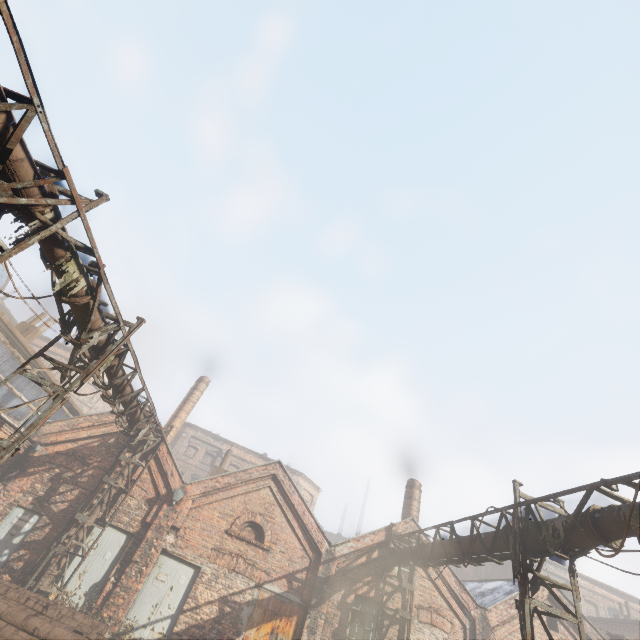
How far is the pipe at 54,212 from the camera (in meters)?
5.26

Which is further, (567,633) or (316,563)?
(567,633)

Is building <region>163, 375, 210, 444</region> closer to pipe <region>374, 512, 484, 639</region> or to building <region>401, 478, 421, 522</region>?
pipe <region>374, 512, 484, 639</region>

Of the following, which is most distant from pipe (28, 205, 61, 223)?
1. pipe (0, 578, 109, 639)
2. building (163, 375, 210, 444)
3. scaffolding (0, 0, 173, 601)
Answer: building (163, 375, 210, 444)

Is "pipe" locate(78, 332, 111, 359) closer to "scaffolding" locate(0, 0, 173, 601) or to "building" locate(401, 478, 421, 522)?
"scaffolding" locate(0, 0, 173, 601)

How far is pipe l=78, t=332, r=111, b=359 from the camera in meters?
7.8

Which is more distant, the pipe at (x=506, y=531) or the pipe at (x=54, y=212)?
the pipe at (x=506, y=531)
